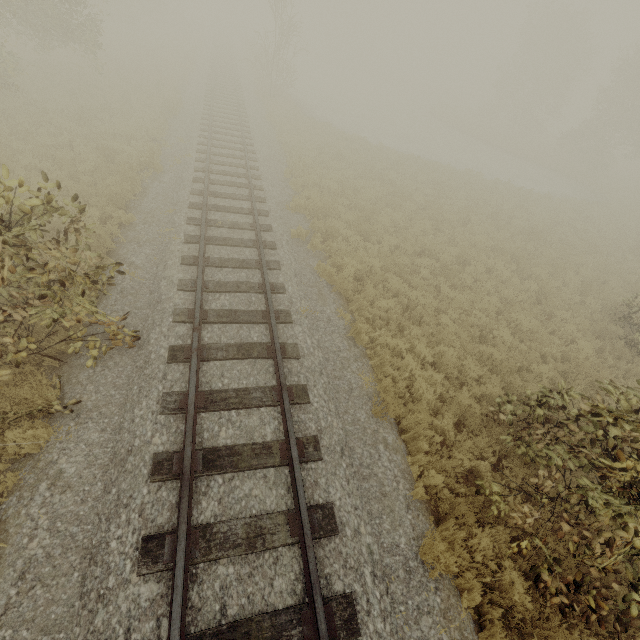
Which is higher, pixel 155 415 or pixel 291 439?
pixel 291 439

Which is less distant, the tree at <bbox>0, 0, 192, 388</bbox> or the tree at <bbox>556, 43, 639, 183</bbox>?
the tree at <bbox>0, 0, 192, 388</bbox>

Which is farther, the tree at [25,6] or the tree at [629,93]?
the tree at [629,93]
